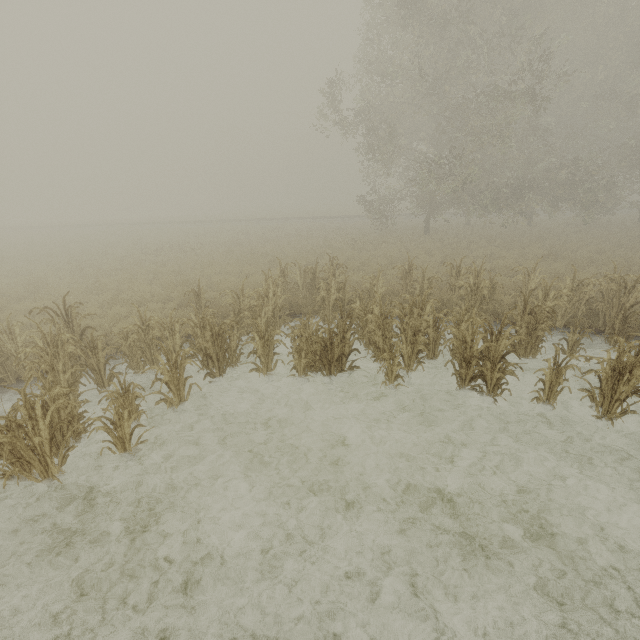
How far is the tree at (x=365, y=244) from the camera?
19.6m

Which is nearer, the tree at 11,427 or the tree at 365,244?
the tree at 11,427

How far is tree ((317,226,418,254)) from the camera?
19.6m

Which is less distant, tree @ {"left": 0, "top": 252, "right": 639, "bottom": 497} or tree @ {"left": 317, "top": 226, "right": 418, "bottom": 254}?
tree @ {"left": 0, "top": 252, "right": 639, "bottom": 497}

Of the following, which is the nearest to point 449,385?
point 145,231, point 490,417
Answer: point 490,417
